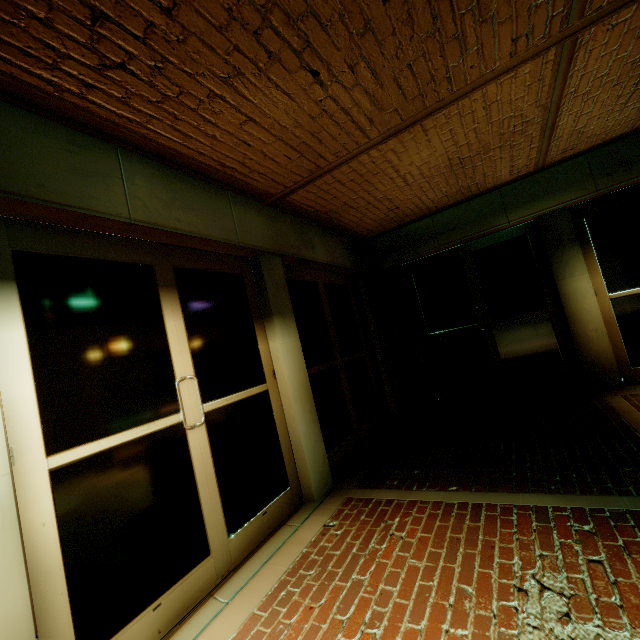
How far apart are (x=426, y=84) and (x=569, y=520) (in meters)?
3.67
